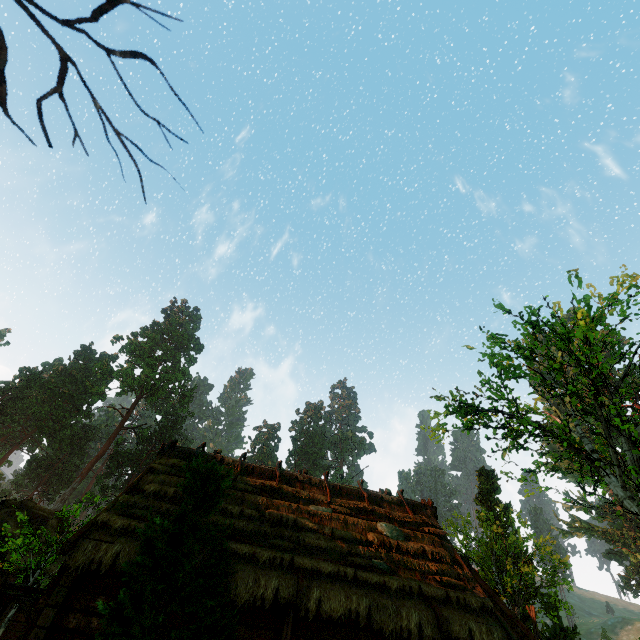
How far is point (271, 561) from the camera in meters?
9.4 m

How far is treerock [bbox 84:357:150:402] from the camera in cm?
5500

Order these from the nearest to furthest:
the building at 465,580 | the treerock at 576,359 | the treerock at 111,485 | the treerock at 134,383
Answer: the building at 465,580, the treerock at 576,359, the treerock at 111,485, the treerock at 134,383

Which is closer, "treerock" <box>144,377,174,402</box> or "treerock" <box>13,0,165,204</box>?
"treerock" <box>13,0,165,204</box>

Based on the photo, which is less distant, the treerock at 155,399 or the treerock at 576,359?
the treerock at 576,359

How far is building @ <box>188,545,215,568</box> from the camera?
8.6 meters

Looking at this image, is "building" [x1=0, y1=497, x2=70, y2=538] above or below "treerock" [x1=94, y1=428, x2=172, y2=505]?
below
